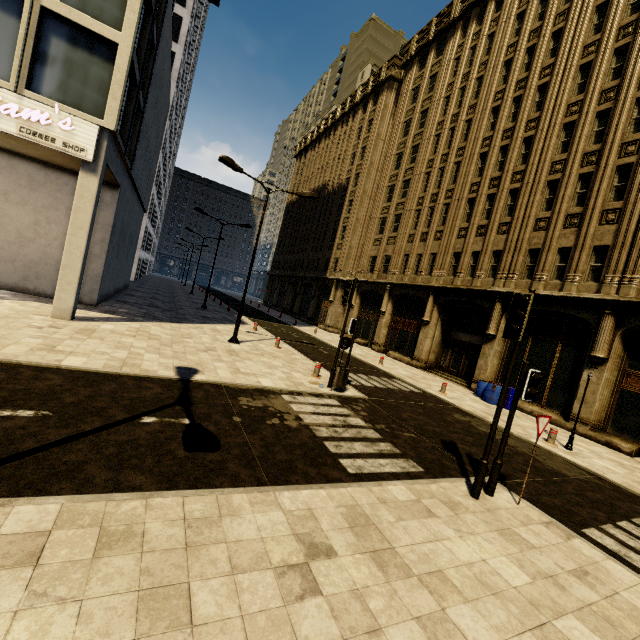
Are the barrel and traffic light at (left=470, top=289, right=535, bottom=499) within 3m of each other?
no

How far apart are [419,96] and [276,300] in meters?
33.6

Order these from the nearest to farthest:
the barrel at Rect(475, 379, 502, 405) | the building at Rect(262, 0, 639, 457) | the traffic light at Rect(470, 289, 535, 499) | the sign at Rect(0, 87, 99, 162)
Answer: the traffic light at Rect(470, 289, 535, 499), the sign at Rect(0, 87, 99, 162), the building at Rect(262, 0, 639, 457), the barrel at Rect(475, 379, 502, 405)

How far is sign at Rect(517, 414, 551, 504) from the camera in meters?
5.9

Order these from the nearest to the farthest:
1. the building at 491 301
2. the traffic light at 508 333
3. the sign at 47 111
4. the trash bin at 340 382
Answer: the traffic light at 508 333 < the sign at 47 111 < the trash bin at 340 382 < the building at 491 301

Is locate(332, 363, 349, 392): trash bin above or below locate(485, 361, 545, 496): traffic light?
below

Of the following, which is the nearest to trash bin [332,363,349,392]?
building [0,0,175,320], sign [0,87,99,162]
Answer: building [0,0,175,320]

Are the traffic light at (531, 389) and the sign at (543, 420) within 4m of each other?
yes
